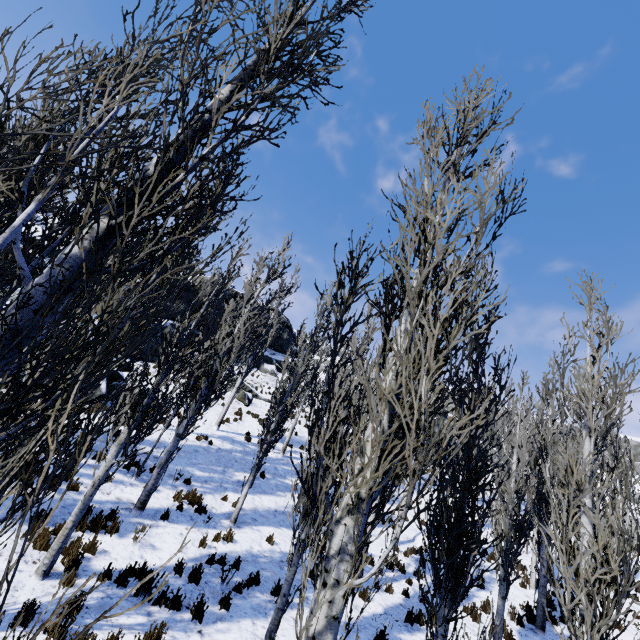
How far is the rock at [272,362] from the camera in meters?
34.7 m

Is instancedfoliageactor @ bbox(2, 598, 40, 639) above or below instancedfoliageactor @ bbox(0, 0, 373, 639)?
below

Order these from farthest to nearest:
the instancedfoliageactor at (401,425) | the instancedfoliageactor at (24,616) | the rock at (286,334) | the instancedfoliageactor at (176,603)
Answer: the rock at (286,334) < the instancedfoliageactor at (176,603) < the instancedfoliageactor at (401,425) < the instancedfoliageactor at (24,616)

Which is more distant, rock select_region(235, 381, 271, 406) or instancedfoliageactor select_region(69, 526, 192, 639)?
rock select_region(235, 381, 271, 406)

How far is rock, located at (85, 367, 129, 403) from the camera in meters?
14.8

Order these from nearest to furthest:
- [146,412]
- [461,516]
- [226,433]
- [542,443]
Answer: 1. [461,516]
2. [146,412]
3. [542,443]
4. [226,433]
